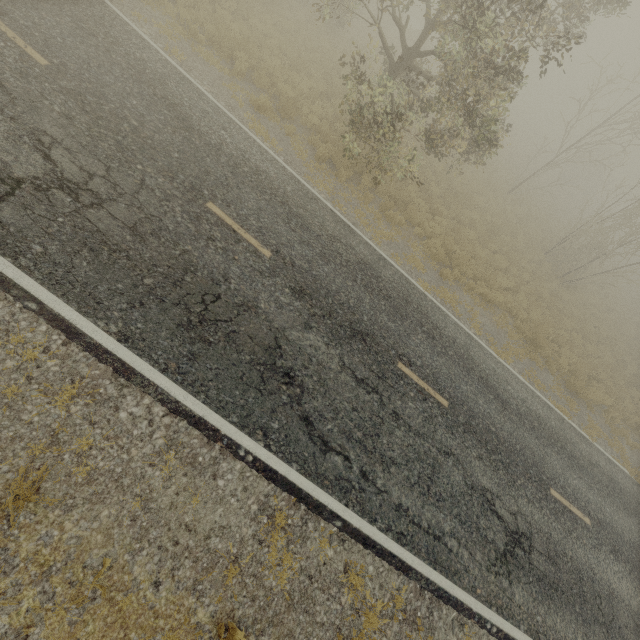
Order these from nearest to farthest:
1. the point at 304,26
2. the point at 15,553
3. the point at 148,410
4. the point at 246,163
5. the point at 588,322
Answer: the point at 15,553 < the point at 148,410 < the point at 246,163 < the point at 304,26 < the point at 588,322

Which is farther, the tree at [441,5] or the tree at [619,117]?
the tree at [619,117]

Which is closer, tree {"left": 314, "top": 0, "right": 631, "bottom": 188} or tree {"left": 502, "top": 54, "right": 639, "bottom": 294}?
tree {"left": 314, "top": 0, "right": 631, "bottom": 188}
